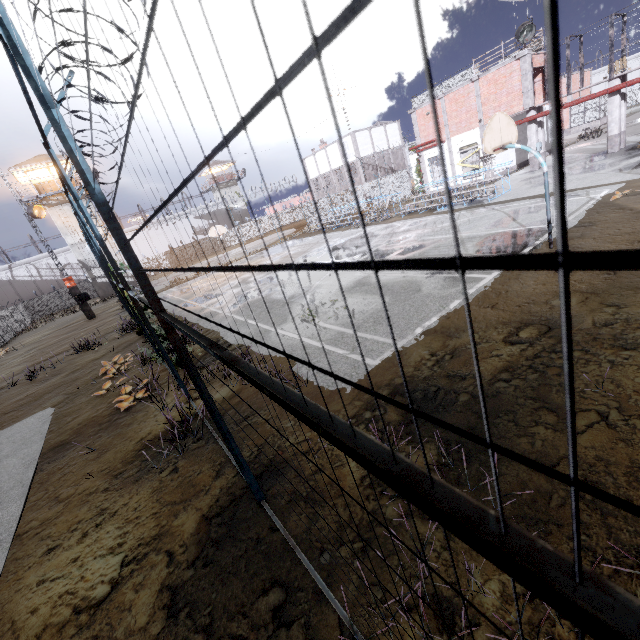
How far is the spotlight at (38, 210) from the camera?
23.53m

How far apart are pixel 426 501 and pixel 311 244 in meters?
25.5 m

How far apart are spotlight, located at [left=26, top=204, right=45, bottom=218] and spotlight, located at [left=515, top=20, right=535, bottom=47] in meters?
34.6

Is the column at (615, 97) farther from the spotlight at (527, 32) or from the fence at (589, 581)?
the fence at (589, 581)

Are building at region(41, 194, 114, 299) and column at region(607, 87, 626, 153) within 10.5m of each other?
no

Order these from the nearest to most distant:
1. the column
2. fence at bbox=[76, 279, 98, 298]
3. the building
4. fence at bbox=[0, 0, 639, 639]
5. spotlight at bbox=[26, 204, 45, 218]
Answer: fence at bbox=[0, 0, 639, 639] → the column → spotlight at bbox=[26, 204, 45, 218] → the building → fence at bbox=[76, 279, 98, 298]

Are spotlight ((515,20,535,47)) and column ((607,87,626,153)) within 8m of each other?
yes

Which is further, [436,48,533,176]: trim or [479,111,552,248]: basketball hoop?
[436,48,533,176]: trim
